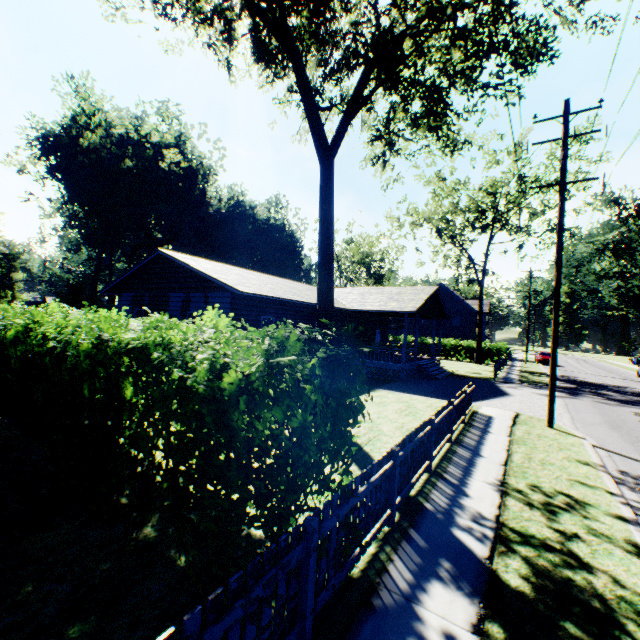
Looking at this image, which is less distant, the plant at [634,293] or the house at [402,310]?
the house at [402,310]

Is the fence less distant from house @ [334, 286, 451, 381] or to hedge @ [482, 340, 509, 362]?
house @ [334, 286, 451, 381]

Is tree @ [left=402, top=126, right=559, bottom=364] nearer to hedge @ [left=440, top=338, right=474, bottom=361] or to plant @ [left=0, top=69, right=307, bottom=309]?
hedge @ [left=440, top=338, right=474, bottom=361]

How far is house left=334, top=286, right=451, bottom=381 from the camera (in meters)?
20.69

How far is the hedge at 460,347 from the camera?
38.06m

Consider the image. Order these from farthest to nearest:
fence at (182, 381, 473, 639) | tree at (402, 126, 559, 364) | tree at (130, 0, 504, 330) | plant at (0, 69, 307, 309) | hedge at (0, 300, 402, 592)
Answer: plant at (0, 69, 307, 309), tree at (402, 126, 559, 364), tree at (130, 0, 504, 330), hedge at (0, 300, 402, 592), fence at (182, 381, 473, 639)

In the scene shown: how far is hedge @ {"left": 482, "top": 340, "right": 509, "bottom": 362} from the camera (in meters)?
36.41

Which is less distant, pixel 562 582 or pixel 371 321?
pixel 562 582
